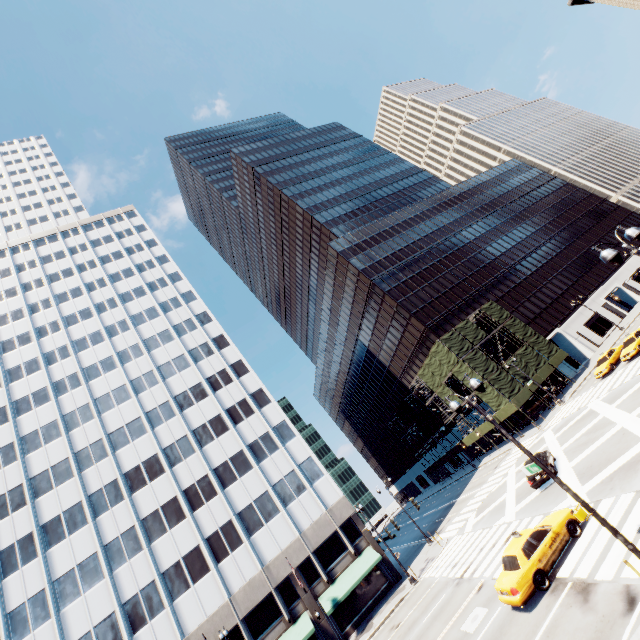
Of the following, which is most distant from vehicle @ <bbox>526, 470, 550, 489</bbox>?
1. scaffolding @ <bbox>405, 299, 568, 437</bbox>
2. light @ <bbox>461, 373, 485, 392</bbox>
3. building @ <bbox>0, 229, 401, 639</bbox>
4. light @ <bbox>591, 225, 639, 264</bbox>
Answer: light @ <bbox>591, 225, 639, 264</bbox>

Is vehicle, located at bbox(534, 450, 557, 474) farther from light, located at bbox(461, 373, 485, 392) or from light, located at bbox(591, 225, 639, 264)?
light, located at bbox(591, 225, 639, 264)

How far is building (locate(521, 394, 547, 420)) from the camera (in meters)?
43.66

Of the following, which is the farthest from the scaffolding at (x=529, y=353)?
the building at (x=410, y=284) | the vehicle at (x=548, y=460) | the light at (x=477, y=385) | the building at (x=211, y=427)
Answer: the light at (x=477, y=385)

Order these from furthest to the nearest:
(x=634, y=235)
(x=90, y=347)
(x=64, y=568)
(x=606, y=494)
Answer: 1. (x=90, y=347)
2. (x=64, y=568)
3. (x=606, y=494)
4. (x=634, y=235)

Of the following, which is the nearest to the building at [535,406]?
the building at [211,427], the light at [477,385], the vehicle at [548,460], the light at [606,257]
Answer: the vehicle at [548,460]

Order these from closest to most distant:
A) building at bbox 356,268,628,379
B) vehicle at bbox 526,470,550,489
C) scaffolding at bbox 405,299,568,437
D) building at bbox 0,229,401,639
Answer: vehicle at bbox 526,470,550,489
building at bbox 0,229,401,639
scaffolding at bbox 405,299,568,437
building at bbox 356,268,628,379
